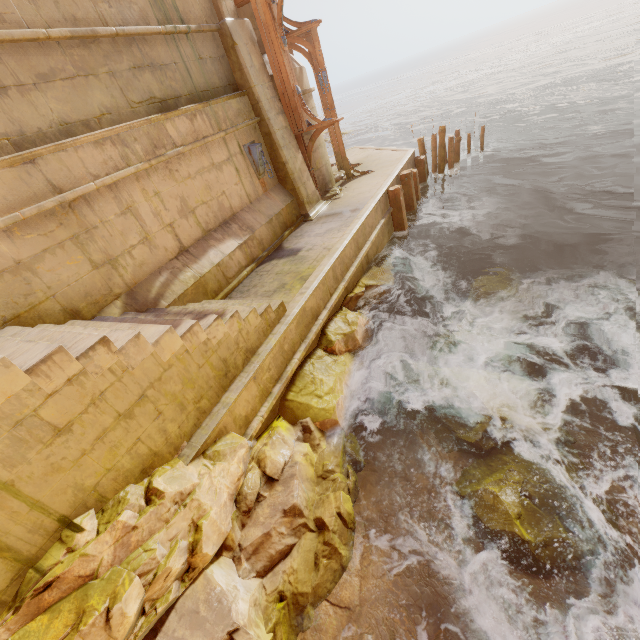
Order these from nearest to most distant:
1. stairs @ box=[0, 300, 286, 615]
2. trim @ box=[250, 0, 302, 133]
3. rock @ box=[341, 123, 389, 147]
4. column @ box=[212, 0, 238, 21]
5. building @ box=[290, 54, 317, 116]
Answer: stairs @ box=[0, 300, 286, 615] < column @ box=[212, 0, 238, 21] < trim @ box=[250, 0, 302, 133] < building @ box=[290, 54, 317, 116] < rock @ box=[341, 123, 389, 147]

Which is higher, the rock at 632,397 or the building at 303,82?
the building at 303,82

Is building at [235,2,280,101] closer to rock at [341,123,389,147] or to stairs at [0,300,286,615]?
stairs at [0,300,286,615]

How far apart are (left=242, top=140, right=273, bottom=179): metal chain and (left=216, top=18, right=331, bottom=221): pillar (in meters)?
0.37

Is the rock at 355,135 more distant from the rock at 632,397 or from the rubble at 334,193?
the rock at 632,397

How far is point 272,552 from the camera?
4.03m

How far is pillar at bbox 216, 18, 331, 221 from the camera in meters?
8.4

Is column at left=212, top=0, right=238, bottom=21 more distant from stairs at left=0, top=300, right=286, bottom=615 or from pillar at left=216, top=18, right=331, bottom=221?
stairs at left=0, top=300, right=286, bottom=615
